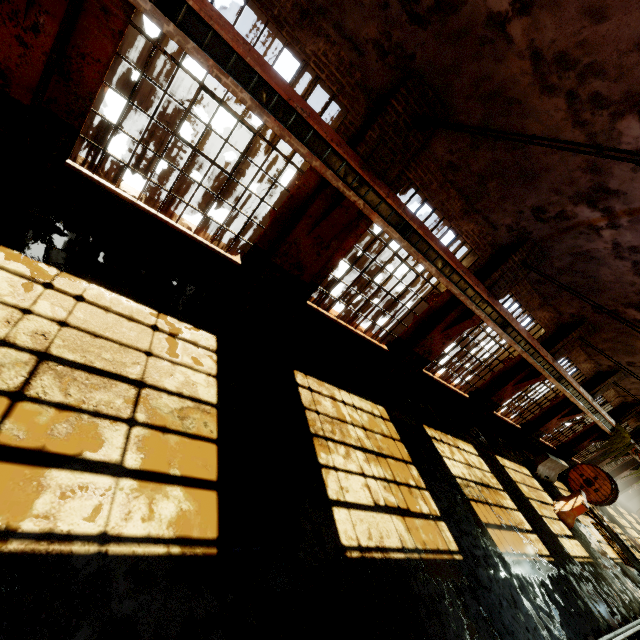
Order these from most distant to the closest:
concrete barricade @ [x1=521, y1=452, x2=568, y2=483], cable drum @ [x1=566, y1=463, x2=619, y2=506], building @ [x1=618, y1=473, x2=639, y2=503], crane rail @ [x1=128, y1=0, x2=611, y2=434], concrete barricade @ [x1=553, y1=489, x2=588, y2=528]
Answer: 1. building @ [x1=618, y1=473, x2=639, y2=503]
2. cable drum @ [x1=566, y1=463, x2=619, y2=506]
3. concrete barricade @ [x1=521, y1=452, x2=568, y2=483]
4. concrete barricade @ [x1=553, y1=489, x2=588, y2=528]
5. crane rail @ [x1=128, y1=0, x2=611, y2=434]

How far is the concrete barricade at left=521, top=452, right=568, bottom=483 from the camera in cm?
1395

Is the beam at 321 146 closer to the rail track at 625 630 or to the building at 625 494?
the building at 625 494

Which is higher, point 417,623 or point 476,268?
point 476,268

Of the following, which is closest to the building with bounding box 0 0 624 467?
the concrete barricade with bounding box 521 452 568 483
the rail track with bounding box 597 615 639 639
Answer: the concrete barricade with bounding box 521 452 568 483

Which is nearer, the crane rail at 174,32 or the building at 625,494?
the crane rail at 174,32

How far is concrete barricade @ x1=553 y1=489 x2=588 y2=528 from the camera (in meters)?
11.53

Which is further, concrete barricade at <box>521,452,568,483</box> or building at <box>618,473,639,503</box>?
building at <box>618,473,639,503</box>
